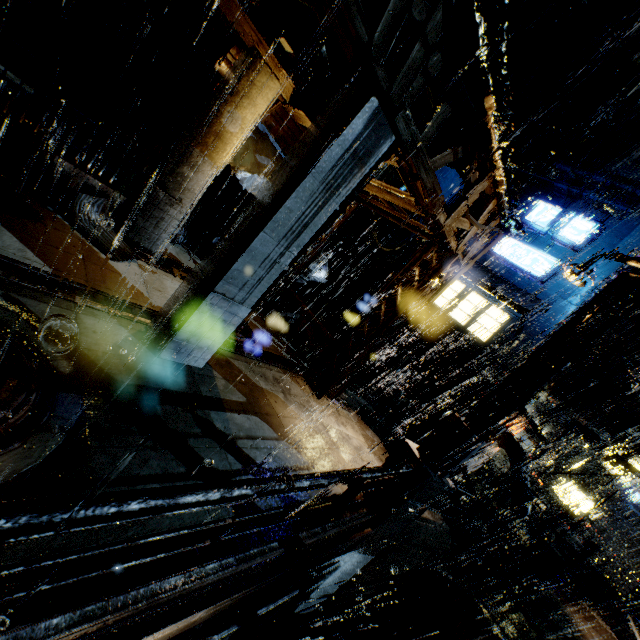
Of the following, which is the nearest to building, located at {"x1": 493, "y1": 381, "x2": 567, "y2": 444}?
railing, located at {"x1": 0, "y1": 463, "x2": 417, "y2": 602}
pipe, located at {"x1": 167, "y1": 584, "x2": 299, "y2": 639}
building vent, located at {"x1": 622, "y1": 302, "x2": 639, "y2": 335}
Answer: building vent, located at {"x1": 622, "y1": 302, "x2": 639, "y2": 335}

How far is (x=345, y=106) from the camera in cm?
525

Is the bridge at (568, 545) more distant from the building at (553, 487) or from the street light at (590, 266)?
the street light at (590, 266)

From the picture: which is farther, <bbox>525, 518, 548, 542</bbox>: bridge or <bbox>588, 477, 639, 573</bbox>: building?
<bbox>588, 477, 639, 573</bbox>: building

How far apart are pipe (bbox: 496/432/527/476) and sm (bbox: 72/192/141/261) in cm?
1936

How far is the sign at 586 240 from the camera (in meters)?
16.45

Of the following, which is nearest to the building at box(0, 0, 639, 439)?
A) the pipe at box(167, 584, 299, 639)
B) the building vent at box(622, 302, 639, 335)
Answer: the building vent at box(622, 302, 639, 335)

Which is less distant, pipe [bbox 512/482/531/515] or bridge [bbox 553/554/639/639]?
bridge [bbox 553/554/639/639]
